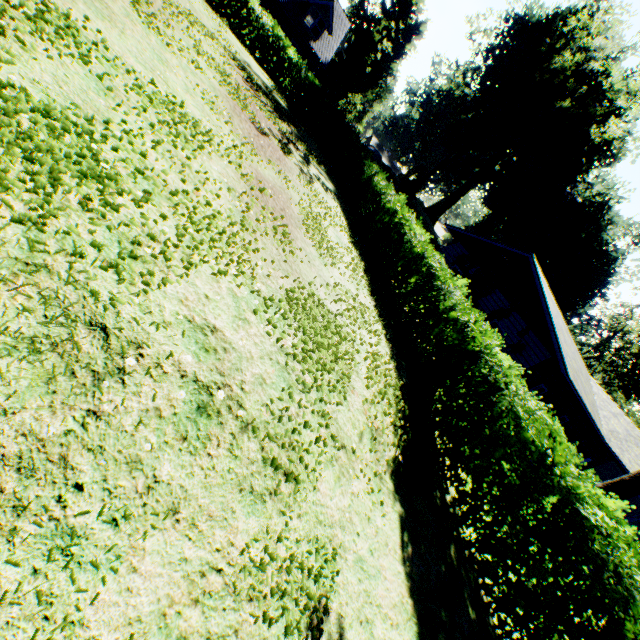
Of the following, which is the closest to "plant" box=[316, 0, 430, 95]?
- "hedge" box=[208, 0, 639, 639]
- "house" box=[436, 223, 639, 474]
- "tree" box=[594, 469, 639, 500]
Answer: "house" box=[436, 223, 639, 474]

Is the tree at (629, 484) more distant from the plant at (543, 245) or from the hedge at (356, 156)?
the plant at (543, 245)

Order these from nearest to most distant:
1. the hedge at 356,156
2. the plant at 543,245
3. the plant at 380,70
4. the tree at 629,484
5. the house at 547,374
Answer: the hedge at 356,156
the tree at 629,484
the house at 547,374
the plant at 543,245
the plant at 380,70

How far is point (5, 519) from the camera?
2.4m

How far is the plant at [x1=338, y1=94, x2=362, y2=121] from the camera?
39.59m

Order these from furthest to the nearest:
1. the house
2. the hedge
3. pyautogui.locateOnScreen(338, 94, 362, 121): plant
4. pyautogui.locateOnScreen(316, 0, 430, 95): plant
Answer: pyautogui.locateOnScreen(316, 0, 430, 95): plant → pyautogui.locateOnScreen(338, 94, 362, 121): plant → the house → the hedge

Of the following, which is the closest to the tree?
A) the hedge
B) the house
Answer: the house

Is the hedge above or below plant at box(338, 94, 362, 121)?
below
